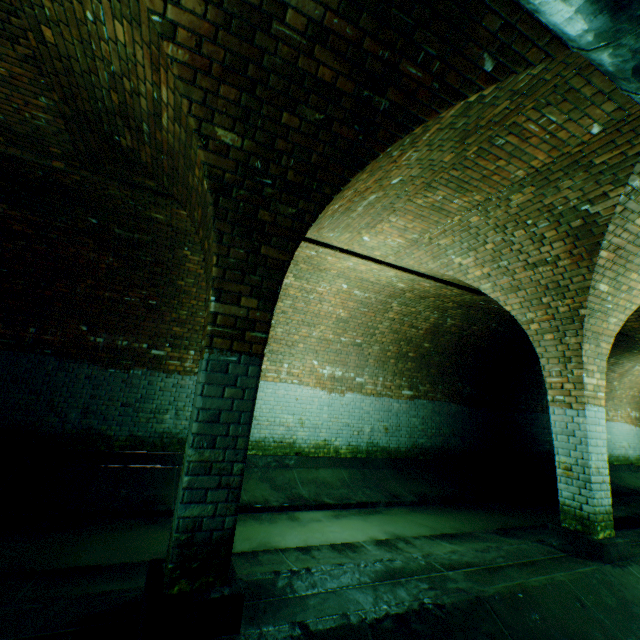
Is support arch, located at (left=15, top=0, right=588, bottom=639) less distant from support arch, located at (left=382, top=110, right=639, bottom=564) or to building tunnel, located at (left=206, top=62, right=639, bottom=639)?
building tunnel, located at (left=206, top=62, right=639, bottom=639)

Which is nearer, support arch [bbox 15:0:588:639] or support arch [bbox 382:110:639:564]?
support arch [bbox 15:0:588:639]

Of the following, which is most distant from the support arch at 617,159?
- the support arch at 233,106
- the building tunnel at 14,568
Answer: the support arch at 233,106

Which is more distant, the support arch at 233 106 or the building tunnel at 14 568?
the building tunnel at 14 568

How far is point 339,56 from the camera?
2.3m

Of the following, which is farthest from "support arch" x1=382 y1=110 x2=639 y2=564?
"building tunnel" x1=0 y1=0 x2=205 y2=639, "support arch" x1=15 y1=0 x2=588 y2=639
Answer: "support arch" x1=15 y1=0 x2=588 y2=639
